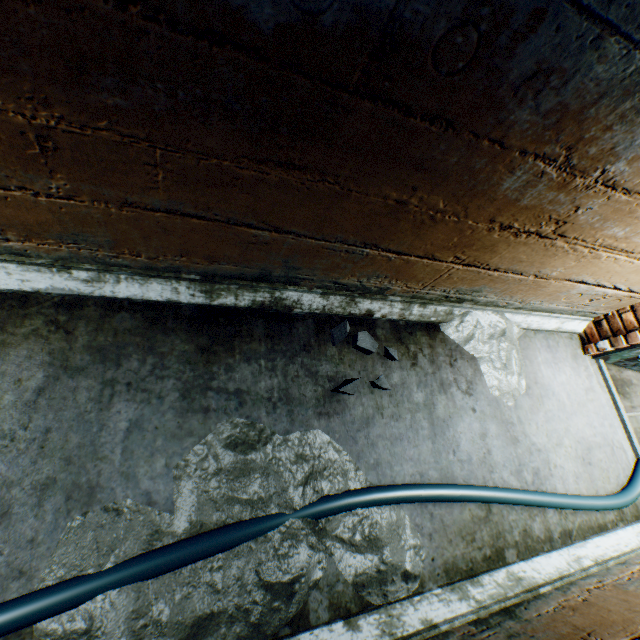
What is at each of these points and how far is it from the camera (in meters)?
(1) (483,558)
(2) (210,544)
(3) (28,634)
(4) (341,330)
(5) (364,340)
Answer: (1) building tunnel, 1.85
(2) cable, 1.32
(3) building tunnel, 1.11
(4) rock, 2.00
(5) rock, 2.03

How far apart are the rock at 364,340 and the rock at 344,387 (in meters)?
0.20

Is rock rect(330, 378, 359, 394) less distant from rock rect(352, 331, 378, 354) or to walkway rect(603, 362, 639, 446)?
rock rect(352, 331, 378, 354)

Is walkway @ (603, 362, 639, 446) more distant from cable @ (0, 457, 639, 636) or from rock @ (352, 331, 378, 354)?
rock @ (352, 331, 378, 354)

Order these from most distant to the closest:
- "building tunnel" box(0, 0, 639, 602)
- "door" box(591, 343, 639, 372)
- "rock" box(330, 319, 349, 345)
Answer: "door" box(591, 343, 639, 372) < "rock" box(330, 319, 349, 345) < "building tunnel" box(0, 0, 639, 602)

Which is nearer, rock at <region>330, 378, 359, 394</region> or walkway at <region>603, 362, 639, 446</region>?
rock at <region>330, 378, 359, 394</region>

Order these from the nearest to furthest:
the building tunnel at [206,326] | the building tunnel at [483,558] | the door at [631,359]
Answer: the building tunnel at [206,326] < the building tunnel at [483,558] < the door at [631,359]

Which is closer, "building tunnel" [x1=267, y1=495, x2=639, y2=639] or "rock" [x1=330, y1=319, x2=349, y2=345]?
"building tunnel" [x1=267, y1=495, x2=639, y2=639]
